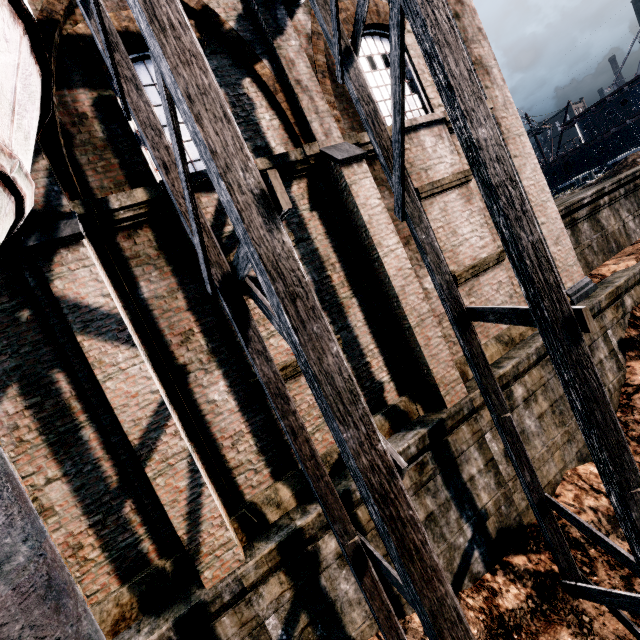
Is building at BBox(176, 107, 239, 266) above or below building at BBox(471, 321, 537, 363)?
above

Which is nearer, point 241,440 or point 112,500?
point 112,500

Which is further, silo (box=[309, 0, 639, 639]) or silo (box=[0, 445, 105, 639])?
silo (box=[309, 0, 639, 639])

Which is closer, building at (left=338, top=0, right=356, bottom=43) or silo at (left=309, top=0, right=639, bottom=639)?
silo at (left=309, top=0, right=639, bottom=639)

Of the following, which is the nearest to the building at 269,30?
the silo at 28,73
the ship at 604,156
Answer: the silo at 28,73

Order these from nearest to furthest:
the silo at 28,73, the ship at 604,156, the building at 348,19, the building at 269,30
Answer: the silo at 28,73, the building at 269,30, the building at 348,19, the ship at 604,156

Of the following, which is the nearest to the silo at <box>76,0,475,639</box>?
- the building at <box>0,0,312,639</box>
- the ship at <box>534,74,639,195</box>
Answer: the building at <box>0,0,312,639</box>
